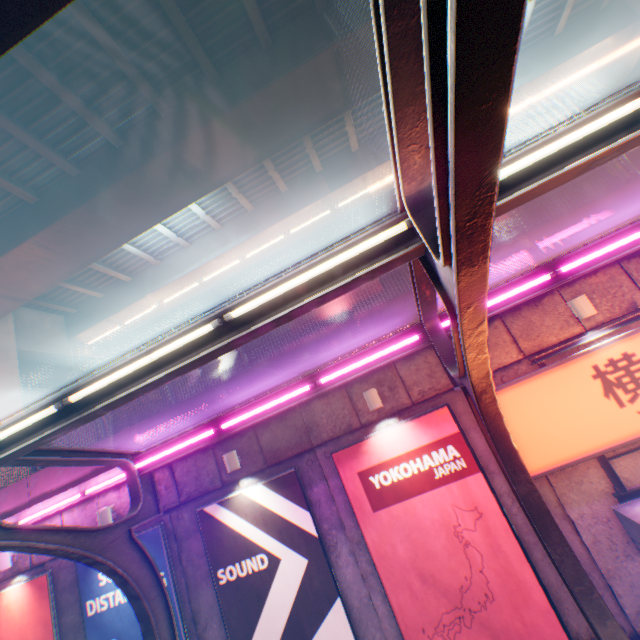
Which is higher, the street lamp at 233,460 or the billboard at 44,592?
the street lamp at 233,460

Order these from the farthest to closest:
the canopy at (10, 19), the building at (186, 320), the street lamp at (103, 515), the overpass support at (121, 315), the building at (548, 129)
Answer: the building at (186, 320)
the building at (548, 129)
the overpass support at (121, 315)
the street lamp at (103, 515)
the canopy at (10, 19)

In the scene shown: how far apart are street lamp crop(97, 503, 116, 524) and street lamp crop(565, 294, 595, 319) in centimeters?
1130cm

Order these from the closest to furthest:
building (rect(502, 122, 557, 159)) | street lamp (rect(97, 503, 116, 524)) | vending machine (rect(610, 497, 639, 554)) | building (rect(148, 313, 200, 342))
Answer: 1. vending machine (rect(610, 497, 639, 554))
2. street lamp (rect(97, 503, 116, 524))
3. building (rect(502, 122, 557, 159))
4. building (rect(148, 313, 200, 342))

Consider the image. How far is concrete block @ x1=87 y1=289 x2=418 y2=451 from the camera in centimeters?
737cm

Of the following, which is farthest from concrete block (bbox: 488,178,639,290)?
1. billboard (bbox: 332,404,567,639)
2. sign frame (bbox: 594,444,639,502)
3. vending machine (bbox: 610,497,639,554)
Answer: vending machine (bbox: 610,497,639,554)

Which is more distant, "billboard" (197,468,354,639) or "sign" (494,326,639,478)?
"billboard" (197,468,354,639)

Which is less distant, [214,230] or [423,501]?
[423,501]
